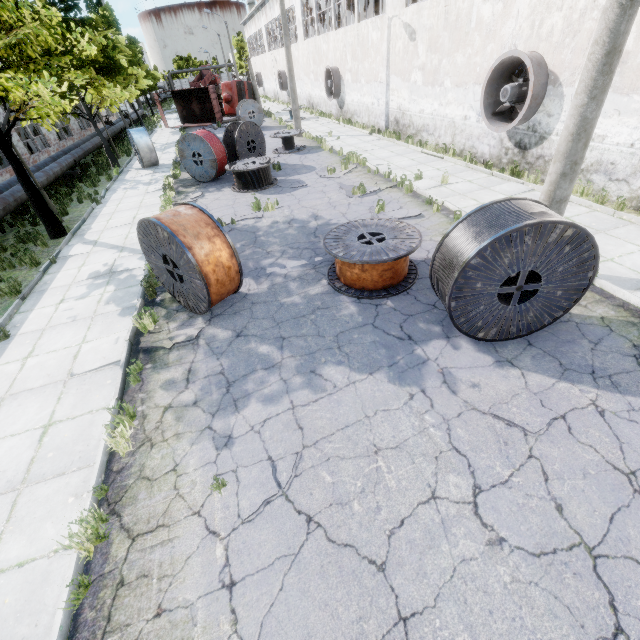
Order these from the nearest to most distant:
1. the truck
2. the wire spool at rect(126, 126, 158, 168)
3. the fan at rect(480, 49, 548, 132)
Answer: the fan at rect(480, 49, 548, 132), the wire spool at rect(126, 126, 158, 168), the truck

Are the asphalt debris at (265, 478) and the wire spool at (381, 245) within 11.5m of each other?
yes

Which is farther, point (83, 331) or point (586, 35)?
point (586, 35)

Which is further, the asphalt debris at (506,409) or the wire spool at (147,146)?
the wire spool at (147,146)

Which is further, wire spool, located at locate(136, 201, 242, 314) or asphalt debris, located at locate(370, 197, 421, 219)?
asphalt debris, located at locate(370, 197, 421, 219)

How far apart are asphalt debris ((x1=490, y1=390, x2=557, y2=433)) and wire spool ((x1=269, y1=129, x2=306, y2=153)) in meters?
17.8 m

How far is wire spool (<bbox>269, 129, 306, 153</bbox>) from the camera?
17.95m

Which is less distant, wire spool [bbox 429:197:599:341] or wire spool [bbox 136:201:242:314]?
wire spool [bbox 429:197:599:341]
